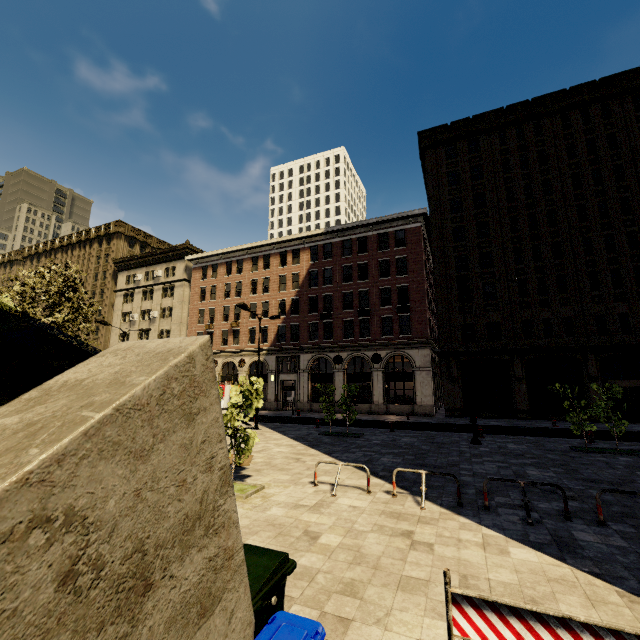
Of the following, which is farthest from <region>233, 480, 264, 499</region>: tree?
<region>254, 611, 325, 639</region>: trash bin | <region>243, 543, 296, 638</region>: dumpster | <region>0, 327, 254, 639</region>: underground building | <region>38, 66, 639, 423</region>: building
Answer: <region>254, 611, 325, 639</region>: trash bin

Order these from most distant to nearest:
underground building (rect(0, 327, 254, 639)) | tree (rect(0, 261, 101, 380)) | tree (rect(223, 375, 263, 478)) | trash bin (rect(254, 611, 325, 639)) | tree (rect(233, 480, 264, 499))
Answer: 1. tree (rect(0, 261, 101, 380))
2. tree (rect(223, 375, 263, 478))
3. tree (rect(233, 480, 264, 499))
4. trash bin (rect(254, 611, 325, 639))
5. underground building (rect(0, 327, 254, 639))

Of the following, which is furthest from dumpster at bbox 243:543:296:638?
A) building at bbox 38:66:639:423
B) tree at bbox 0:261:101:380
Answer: building at bbox 38:66:639:423

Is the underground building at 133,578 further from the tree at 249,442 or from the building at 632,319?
the building at 632,319

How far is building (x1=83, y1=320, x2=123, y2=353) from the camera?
47.3 meters

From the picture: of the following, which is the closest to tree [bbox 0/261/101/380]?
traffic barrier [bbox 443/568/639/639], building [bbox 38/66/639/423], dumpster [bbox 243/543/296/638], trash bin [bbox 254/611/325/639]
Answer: building [bbox 38/66/639/423]

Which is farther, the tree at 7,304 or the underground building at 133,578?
the tree at 7,304

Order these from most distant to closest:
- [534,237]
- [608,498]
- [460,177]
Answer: [460,177] < [534,237] < [608,498]
